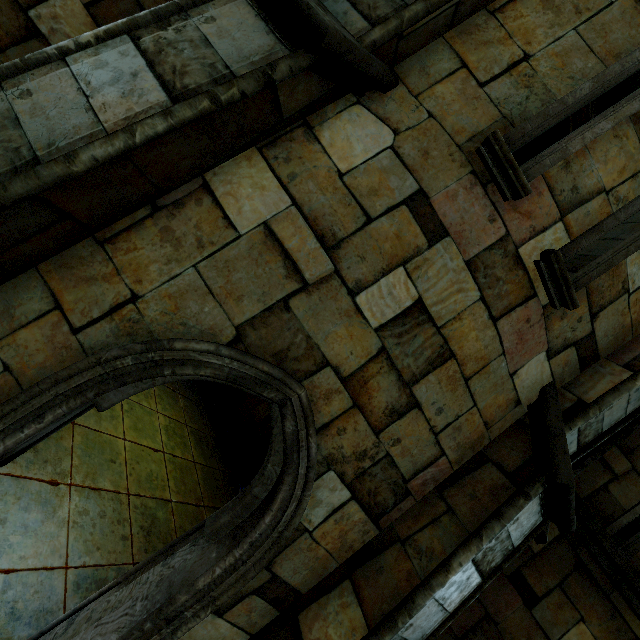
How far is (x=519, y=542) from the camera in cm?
290
